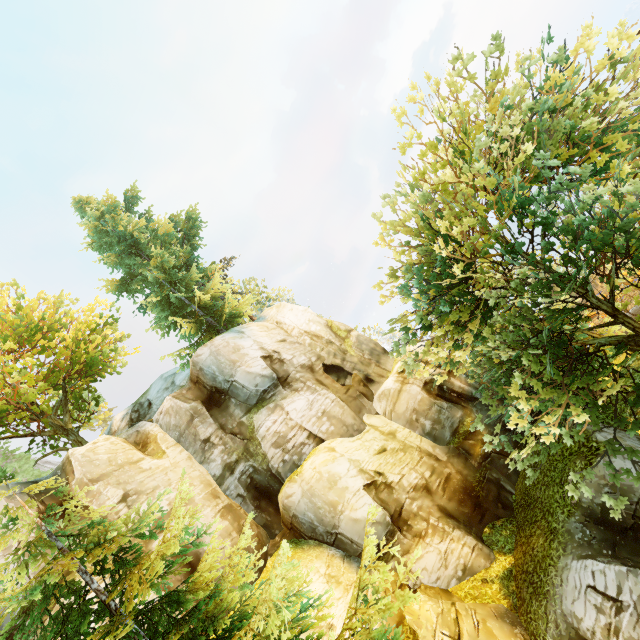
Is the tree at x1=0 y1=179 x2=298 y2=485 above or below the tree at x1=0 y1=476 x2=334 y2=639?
above

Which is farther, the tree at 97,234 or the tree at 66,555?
the tree at 97,234

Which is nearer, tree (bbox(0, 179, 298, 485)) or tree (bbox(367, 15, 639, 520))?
tree (bbox(367, 15, 639, 520))

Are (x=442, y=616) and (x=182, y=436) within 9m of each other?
no

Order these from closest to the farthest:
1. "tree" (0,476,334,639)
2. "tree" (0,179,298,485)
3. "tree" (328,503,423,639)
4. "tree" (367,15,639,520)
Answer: "tree" (0,476,334,639)
"tree" (328,503,423,639)
"tree" (367,15,639,520)
"tree" (0,179,298,485)

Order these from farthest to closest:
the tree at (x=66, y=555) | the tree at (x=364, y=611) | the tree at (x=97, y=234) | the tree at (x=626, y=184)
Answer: the tree at (x=97, y=234), the tree at (x=626, y=184), the tree at (x=364, y=611), the tree at (x=66, y=555)
